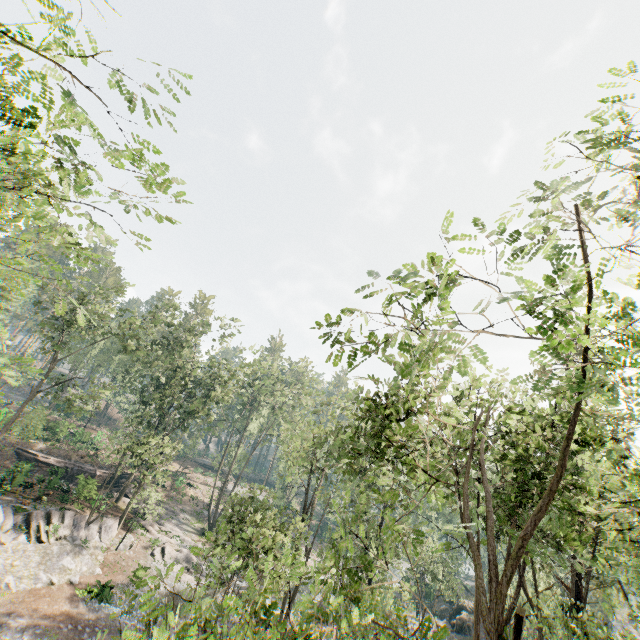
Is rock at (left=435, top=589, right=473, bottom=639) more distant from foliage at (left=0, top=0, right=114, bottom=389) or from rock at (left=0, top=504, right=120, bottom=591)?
rock at (left=0, top=504, right=120, bottom=591)

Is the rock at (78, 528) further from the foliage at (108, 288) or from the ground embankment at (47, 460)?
the ground embankment at (47, 460)

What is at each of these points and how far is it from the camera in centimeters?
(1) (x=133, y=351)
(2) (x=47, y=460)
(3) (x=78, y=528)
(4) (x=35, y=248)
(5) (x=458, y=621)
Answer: (1) foliage, 3462cm
(2) ground embankment, 3553cm
(3) rock, 2689cm
(4) foliage, 956cm
(5) rock, 3597cm

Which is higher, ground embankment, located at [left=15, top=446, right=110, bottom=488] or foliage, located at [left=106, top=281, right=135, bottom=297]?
foliage, located at [left=106, top=281, right=135, bottom=297]

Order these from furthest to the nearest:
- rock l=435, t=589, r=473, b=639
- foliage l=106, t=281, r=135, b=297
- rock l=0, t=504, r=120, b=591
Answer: rock l=435, t=589, r=473, b=639
foliage l=106, t=281, r=135, b=297
rock l=0, t=504, r=120, b=591

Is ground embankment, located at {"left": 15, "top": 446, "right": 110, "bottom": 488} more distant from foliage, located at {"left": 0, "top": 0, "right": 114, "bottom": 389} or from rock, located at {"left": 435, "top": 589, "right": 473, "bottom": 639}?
rock, located at {"left": 435, "top": 589, "right": 473, "bottom": 639}

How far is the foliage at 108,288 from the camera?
31.2m

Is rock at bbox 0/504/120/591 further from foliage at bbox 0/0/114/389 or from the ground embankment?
the ground embankment
